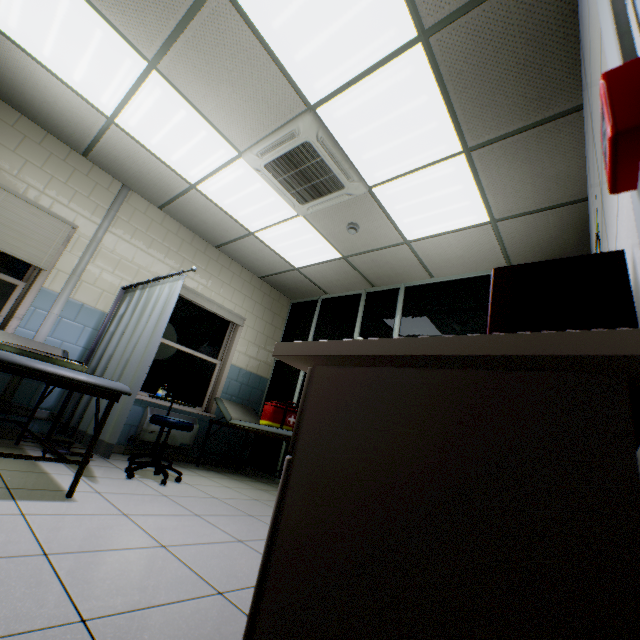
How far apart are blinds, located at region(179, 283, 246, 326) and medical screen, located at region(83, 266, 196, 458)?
0.76m

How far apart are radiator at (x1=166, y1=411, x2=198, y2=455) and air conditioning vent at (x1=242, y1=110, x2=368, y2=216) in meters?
3.3

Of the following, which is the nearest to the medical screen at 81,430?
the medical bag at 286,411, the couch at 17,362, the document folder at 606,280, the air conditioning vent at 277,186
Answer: the couch at 17,362

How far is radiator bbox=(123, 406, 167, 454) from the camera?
4.18m

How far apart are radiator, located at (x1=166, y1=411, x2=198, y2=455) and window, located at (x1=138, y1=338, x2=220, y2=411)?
0.17m

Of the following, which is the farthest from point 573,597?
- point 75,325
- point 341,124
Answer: point 75,325

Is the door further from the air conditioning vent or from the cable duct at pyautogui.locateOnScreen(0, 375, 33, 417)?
the cable duct at pyautogui.locateOnScreen(0, 375, 33, 417)

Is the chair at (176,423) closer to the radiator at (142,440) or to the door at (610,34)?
the radiator at (142,440)
